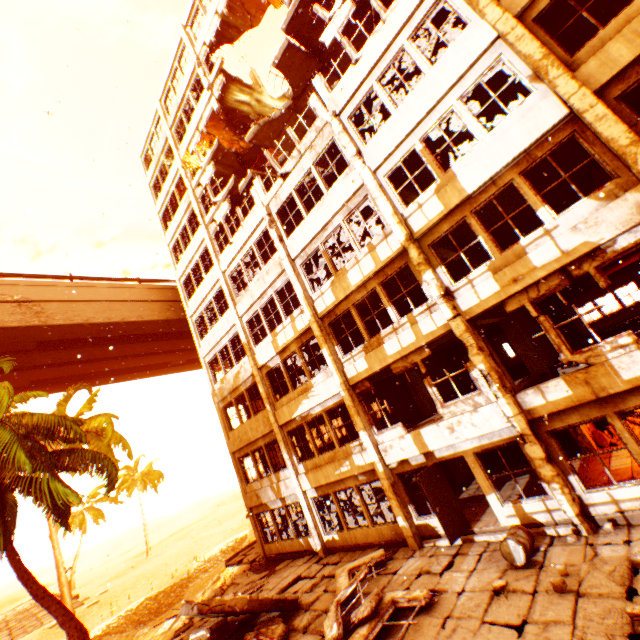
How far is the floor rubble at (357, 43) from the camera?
15.9 meters

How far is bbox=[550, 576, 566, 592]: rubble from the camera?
6.0m

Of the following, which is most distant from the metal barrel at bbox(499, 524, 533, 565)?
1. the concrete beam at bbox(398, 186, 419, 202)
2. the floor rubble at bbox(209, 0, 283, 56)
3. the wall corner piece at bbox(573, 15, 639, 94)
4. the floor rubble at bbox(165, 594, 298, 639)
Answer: the floor rubble at bbox(209, 0, 283, 56)

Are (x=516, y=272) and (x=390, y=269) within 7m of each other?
yes

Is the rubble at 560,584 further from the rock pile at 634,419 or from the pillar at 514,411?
the rock pile at 634,419

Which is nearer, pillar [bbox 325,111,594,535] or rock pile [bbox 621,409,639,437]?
pillar [bbox 325,111,594,535]

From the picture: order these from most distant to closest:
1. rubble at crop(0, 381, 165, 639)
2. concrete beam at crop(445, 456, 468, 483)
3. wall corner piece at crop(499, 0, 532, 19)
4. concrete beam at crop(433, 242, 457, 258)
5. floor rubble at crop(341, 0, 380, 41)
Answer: concrete beam at crop(445, 456, 468, 483) < floor rubble at crop(341, 0, 380, 41) < concrete beam at crop(433, 242, 457, 258) < rubble at crop(0, 381, 165, 639) < wall corner piece at crop(499, 0, 532, 19)

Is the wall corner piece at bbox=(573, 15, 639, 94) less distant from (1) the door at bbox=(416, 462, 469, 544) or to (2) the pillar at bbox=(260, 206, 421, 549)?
(2) the pillar at bbox=(260, 206, 421, 549)
